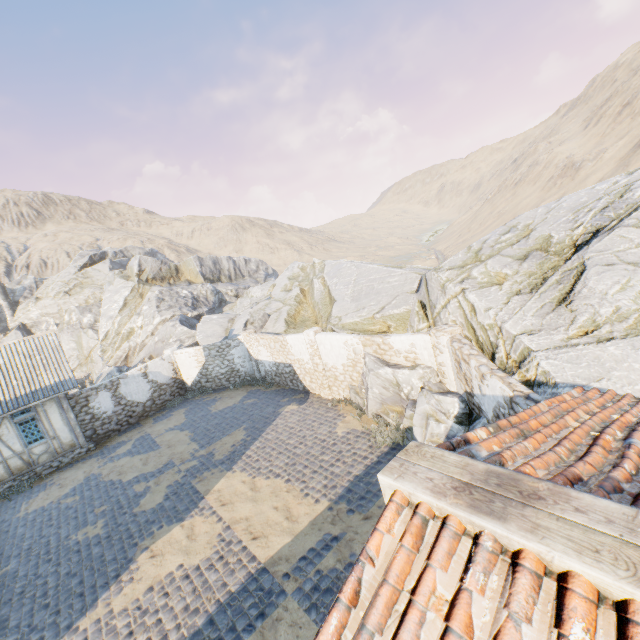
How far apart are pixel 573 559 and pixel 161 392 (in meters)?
21.98

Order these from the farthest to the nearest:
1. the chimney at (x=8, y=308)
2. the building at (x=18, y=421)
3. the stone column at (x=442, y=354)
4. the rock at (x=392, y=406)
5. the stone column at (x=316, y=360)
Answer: the chimney at (x=8, y=308) < the building at (x=18, y=421) < the stone column at (x=316, y=360) < the stone column at (x=442, y=354) < the rock at (x=392, y=406)

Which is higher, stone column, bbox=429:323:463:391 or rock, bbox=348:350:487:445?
stone column, bbox=429:323:463:391

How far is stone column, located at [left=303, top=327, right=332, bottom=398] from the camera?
14.1 meters

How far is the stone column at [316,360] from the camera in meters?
14.1

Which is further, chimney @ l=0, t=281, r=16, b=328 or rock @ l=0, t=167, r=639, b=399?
chimney @ l=0, t=281, r=16, b=328

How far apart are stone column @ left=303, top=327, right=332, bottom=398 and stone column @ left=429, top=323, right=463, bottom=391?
5.6m

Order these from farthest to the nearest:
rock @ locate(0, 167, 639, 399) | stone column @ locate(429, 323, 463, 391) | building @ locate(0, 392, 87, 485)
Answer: building @ locate(0, 392, 87, 485), stone column @ locate(429, 323, 463, 391), rock @ locate(0, 167, 639, 399)
